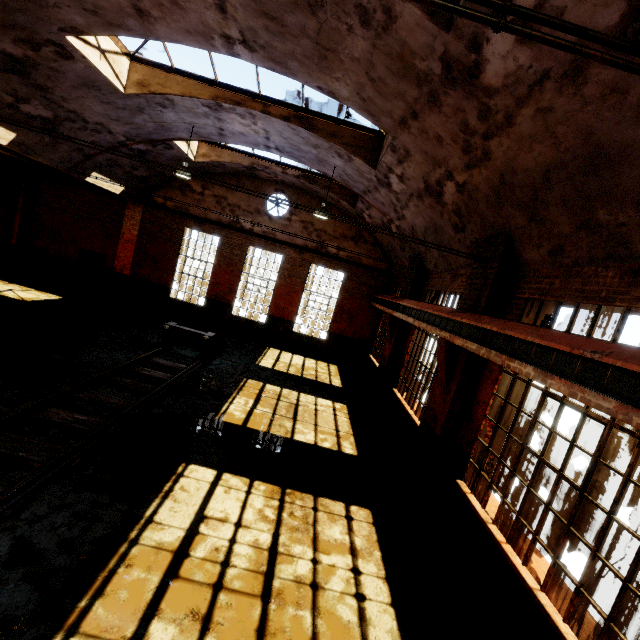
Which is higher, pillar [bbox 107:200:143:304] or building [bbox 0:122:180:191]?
building [bbox 0:122:180:191]

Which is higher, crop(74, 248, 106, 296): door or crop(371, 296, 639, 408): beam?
crop(371, 296, 639, 408): beam

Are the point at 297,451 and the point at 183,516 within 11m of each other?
yes

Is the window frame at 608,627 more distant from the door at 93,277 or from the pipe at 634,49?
the door at 93,277

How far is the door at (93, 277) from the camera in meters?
15.7

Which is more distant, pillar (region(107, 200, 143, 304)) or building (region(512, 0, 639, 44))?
pillar (region(107, 200, 143, 304))

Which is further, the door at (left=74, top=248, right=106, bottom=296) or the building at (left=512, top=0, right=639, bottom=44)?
the door at (left=74, top=248, right=106, bottom=296)

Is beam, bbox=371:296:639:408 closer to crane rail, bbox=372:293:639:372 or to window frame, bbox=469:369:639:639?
crane rail, bbox=372:293:639:372
